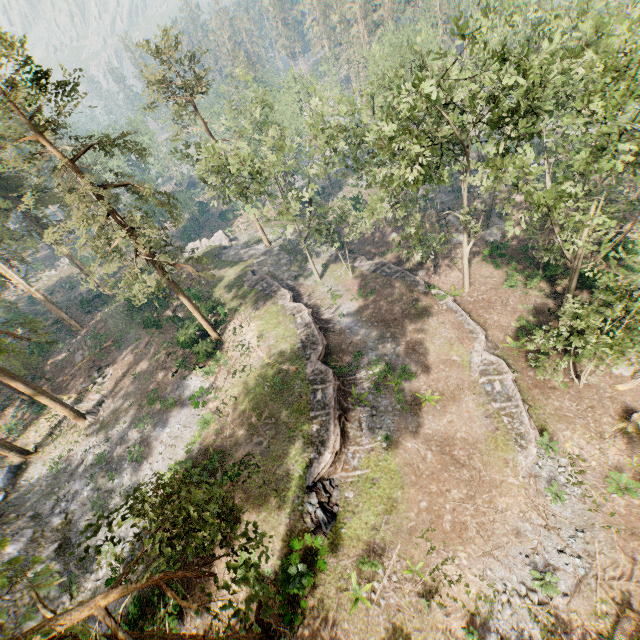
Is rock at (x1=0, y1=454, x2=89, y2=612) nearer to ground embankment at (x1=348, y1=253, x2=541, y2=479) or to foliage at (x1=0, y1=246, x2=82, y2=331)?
foliage at (x1=0, y1=246, x2=82, y2=331)

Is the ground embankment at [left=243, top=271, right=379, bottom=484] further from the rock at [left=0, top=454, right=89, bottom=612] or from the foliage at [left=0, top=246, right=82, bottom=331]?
the rock at [left=0, top=454, right=89, bottom=612]

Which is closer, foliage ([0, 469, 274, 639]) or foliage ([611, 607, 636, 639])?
foliage ([0, 469, 274, 639])

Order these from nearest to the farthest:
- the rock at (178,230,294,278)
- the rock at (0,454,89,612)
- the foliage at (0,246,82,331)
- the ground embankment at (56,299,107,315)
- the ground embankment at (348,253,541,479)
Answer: the rock at (0,454,89,612)
the ground embankment at (348,253,541,479)
the foliage at (0,246,82,331)
the rock at (178,230,294,278)
the ground embankment at (56,299,107,315)

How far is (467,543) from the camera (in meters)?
16.94

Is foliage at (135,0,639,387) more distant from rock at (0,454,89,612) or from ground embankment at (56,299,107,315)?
ground embankment at (56,299,107,315)

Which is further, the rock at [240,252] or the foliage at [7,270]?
the rock at [240,252]

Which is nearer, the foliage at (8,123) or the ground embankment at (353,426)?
the foliage at (8,123)
